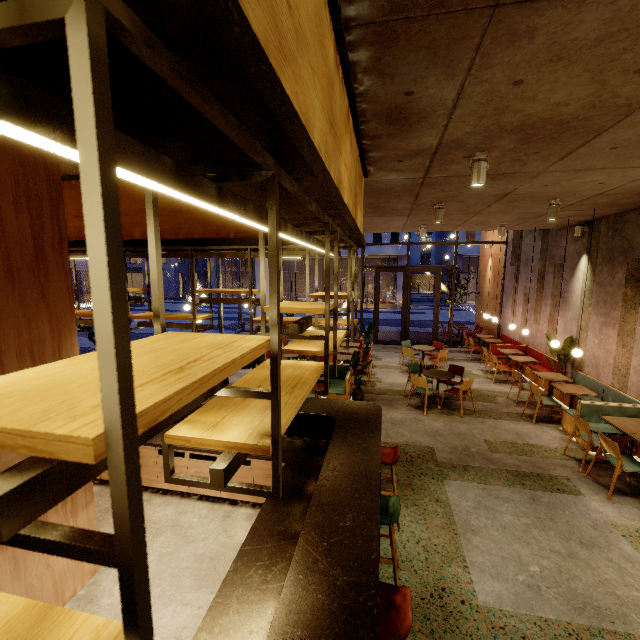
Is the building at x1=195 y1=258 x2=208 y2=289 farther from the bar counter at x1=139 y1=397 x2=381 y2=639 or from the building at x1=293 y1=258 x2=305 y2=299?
the bar counter at x1=139 y1=397 x2=381 y2=639

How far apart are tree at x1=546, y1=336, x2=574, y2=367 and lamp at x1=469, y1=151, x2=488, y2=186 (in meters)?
6.62

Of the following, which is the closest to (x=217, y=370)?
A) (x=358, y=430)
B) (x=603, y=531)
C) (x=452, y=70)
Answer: (x=452, y=70)

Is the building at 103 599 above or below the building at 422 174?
below

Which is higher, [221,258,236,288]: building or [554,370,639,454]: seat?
[221,258,236,288]: building

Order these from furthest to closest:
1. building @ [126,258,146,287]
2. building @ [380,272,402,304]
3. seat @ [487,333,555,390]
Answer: building @ [126,258,146,287] → building @ [380,272,402,304] → seat @ [487,333,555,390]

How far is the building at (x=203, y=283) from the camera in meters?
49.7

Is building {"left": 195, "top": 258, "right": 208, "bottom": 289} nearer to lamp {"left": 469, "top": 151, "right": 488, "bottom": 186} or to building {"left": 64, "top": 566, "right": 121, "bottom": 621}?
building {"left": 64, "top": 566, "right": 121, "bottom": 621}
